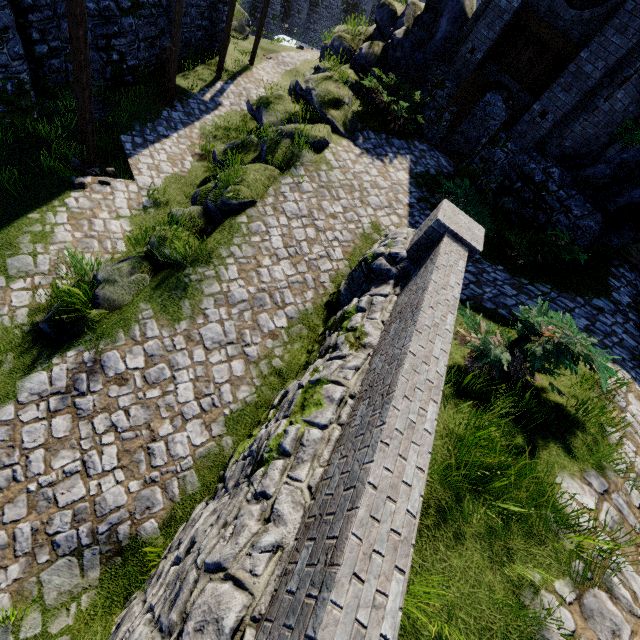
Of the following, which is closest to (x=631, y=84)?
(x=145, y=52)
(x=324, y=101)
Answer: (x=324, y=101)

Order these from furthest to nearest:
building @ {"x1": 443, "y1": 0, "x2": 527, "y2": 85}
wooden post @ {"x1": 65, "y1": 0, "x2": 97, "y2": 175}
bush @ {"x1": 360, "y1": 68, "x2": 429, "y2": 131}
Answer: bush @ {"x1": 360, "y1": 68, "x2": 429, "y2": 131} → building @ {"x1": 443, "y1": 0, "x2": 527, "y2": 85} → wooden post @ {"x1": 65, "y1": 0, "x2": 97, "y2": 175}

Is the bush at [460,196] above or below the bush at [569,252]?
below

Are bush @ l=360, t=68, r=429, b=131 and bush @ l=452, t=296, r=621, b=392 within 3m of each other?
no

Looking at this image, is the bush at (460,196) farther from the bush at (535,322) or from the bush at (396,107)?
the bush at (535,322)

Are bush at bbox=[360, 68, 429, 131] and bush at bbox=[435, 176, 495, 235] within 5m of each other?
yes

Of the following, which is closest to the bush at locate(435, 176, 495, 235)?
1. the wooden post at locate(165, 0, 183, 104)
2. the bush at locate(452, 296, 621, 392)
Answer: the bush at locate(452, 296, 621, 392)

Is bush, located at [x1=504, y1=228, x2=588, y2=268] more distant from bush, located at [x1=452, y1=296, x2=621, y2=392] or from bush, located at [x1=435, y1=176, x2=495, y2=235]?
bush, located at [x1=452, y1=296, x2=621, y2=392]
